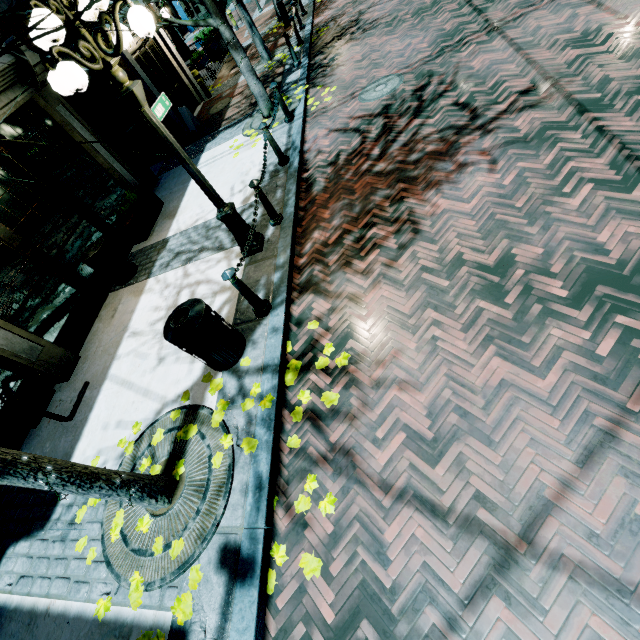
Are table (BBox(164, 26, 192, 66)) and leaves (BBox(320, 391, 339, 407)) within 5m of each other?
no

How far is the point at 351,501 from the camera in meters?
2.9

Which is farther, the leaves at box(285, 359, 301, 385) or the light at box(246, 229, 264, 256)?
the light at box(246, 229, 264, 256)

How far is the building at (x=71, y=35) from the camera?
7.7 meters

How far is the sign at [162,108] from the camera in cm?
408

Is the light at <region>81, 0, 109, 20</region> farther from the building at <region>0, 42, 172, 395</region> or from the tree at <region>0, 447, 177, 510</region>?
the building at <region>0, 42, 172, 395</region>

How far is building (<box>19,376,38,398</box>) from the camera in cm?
552

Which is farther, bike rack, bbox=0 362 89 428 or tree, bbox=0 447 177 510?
bike rack, bbox=0 362 89 428
